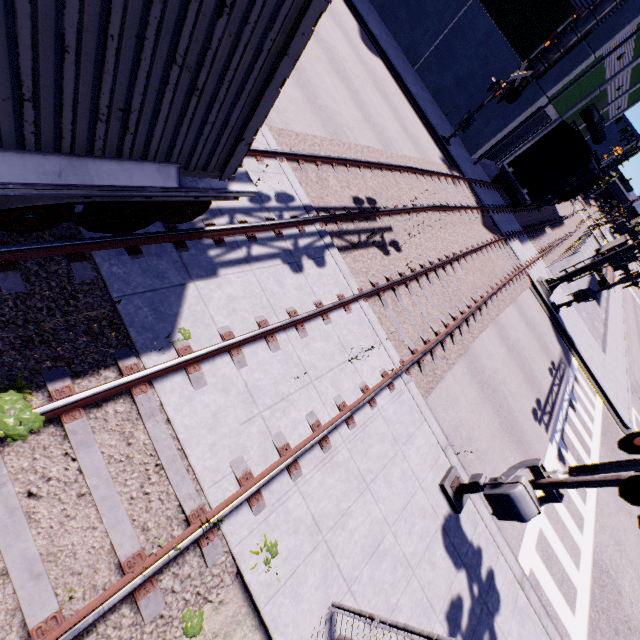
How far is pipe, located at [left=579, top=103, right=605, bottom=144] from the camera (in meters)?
26.45

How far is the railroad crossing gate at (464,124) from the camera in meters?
15.5 m

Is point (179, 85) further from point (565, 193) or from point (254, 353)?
point (565, 193)

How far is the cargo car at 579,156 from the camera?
19.1m

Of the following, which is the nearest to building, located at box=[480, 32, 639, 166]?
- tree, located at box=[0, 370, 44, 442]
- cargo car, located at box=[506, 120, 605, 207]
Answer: cargo car, located at box=[506, 120, 605, 207]

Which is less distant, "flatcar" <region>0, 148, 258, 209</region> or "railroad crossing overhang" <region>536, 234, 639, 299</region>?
"flatcar" <region>0, 148, 258, 209</region>

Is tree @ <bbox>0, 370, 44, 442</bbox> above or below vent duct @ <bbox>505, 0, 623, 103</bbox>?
below

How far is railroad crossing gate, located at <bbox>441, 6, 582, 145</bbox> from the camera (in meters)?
15.53
